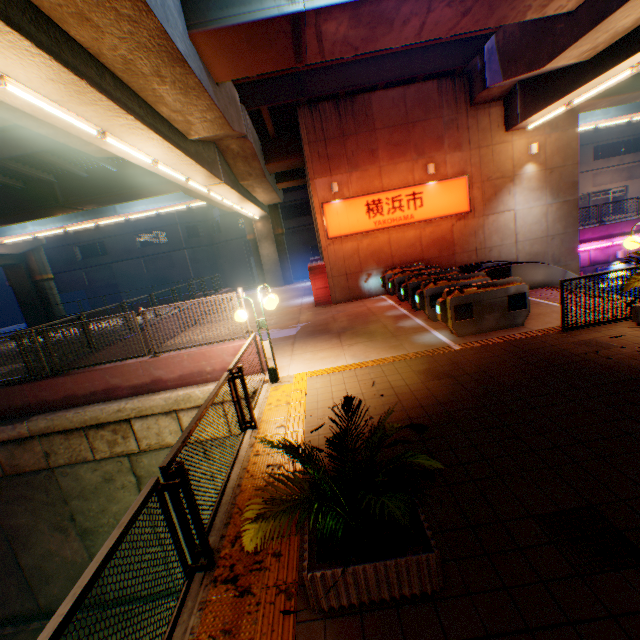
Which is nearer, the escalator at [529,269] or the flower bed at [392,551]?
the flower bed at [392,551]

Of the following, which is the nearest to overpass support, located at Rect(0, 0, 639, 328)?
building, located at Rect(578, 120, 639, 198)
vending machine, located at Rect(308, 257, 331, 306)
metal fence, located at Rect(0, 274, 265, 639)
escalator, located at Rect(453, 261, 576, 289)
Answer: metal fence, located at Rect(0, 274, 265, 639)

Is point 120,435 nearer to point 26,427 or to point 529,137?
point 26,427

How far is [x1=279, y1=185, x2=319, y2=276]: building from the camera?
38.0 meters

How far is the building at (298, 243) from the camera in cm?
3800

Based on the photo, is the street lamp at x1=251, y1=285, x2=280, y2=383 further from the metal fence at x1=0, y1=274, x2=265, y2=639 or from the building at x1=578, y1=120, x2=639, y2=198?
the building at x1=578, y1=120, x2=639, y2=198

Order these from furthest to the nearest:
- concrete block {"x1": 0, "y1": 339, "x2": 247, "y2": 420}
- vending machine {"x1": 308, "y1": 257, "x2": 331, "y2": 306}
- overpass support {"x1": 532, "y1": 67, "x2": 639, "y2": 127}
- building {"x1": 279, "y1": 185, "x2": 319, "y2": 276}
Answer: building {"x1": 279, "y1": 185, "x2": 319, "y2": 276}, vending machine {"x1": 308, "y1": 257, "x2": 331, "y2": 306}, overpass support {"x1": 532, "y1": 67, "x2": 639, "y2": 127}, concrete block {"x1": 0, "y1": 339, "x2": 247, "y2": 420}

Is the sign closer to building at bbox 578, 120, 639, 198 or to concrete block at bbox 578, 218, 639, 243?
concrete block at bbox 578, 218, 639, 243
